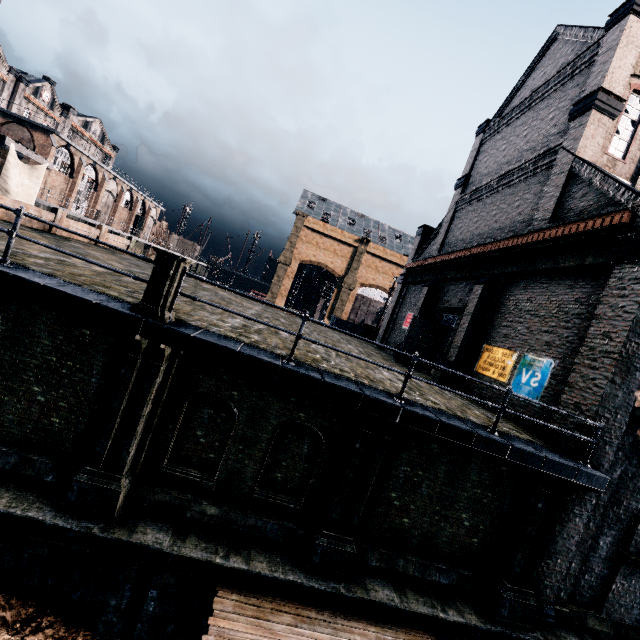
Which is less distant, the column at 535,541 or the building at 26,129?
the column at 535,541

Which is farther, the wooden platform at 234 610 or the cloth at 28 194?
the cloth at 28 194

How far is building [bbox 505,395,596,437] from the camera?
9.21m

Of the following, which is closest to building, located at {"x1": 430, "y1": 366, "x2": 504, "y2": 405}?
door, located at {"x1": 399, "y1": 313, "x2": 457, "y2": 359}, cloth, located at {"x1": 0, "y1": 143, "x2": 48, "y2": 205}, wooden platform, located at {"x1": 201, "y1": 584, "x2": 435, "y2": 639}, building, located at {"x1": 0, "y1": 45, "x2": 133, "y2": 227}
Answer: door, located at {"x1": 399, "y1": 313, "x2": 457, "y2": 359}

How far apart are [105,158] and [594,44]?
60.1 meters

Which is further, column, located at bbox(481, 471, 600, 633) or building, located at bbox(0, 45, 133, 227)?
building, located at bbox(0, 45, 133, 227)

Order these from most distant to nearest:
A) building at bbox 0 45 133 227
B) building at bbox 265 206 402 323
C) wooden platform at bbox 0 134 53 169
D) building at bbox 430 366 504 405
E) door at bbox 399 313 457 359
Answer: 1. building at bbox 265 206 402 323
2. building at bbox 0 45 133 227
3. wooden platform at bbox 0 134 53 169
4. door at bbox 399 313 457 359
5. building at bbox 430 366 504 405
